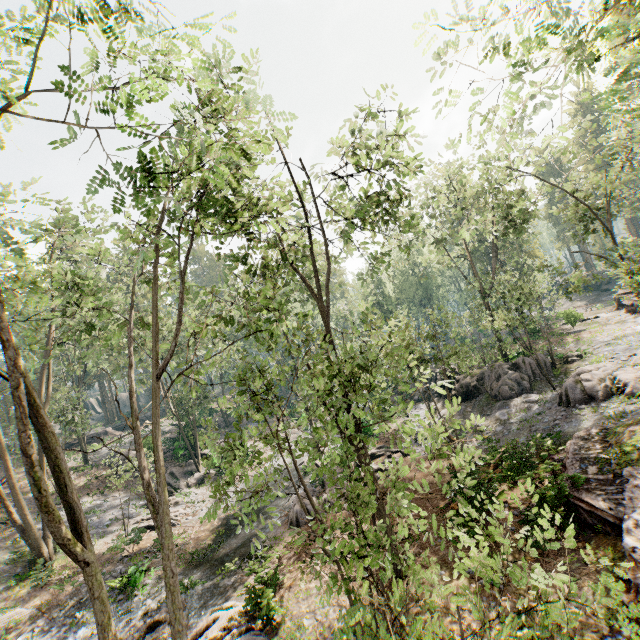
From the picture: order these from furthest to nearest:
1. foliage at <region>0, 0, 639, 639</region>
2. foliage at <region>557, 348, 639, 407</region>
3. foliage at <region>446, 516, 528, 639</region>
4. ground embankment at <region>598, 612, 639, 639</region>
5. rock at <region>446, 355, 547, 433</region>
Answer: rock at <region>446, 355, 547, 433</region> → foliage at <region>557, 348, 639, 407</region> → ground embankment at <region>598, 612, 639, 639</region> → foliage at <region>0, 0, 639, 639</region> → foliage at <region>446, 516, 528, 639</region>

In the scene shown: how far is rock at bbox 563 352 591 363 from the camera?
24.4 meters

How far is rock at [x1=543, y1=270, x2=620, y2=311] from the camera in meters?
48.9

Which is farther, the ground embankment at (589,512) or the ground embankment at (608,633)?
the ground embankment at (589,512)

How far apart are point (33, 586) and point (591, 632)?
24.9m

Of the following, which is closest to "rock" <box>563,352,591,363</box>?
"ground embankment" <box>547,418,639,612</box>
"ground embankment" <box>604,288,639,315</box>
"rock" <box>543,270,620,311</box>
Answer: "ground embankment" <box>547,418,639,612</box>

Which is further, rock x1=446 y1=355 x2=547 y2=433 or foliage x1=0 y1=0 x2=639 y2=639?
rock x1=446 y1=355 x2=547 y2=433

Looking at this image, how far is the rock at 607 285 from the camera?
48.9 meters
